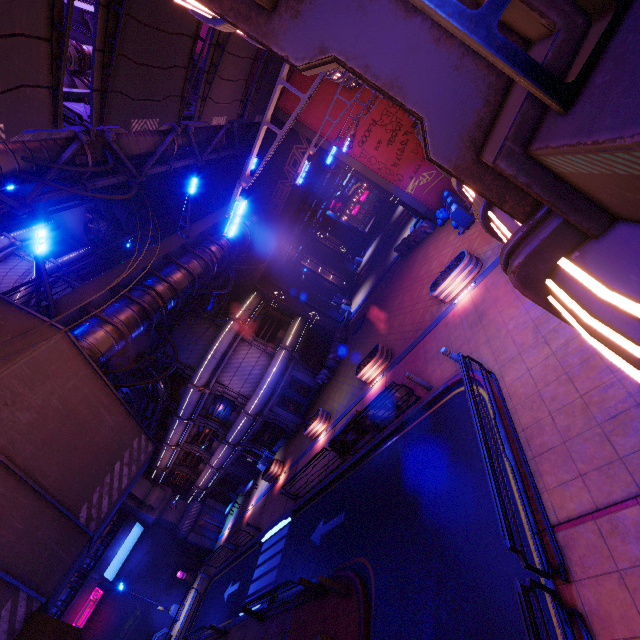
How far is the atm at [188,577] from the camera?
31.05m

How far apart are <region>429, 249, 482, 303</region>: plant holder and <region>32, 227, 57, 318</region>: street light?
13.42m

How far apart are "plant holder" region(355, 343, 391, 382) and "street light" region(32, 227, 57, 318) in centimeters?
1280cm

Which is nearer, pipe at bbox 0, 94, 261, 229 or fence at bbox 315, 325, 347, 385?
pipe at bbox 0, 94, 261, 229

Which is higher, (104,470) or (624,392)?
(104,470)

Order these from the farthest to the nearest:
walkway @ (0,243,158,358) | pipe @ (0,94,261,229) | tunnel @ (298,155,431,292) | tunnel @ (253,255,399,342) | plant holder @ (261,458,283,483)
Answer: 1. tunnel @ (253,255,399,342)
2. plant holder @ (261,458,283,483)
3. tunnel @ (298,155,431,292)
4. pipe @ (0,94,261,229)
5. walkway @ (0,243,158,358)

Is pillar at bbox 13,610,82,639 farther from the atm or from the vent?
the vent

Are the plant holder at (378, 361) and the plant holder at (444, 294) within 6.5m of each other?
yes
